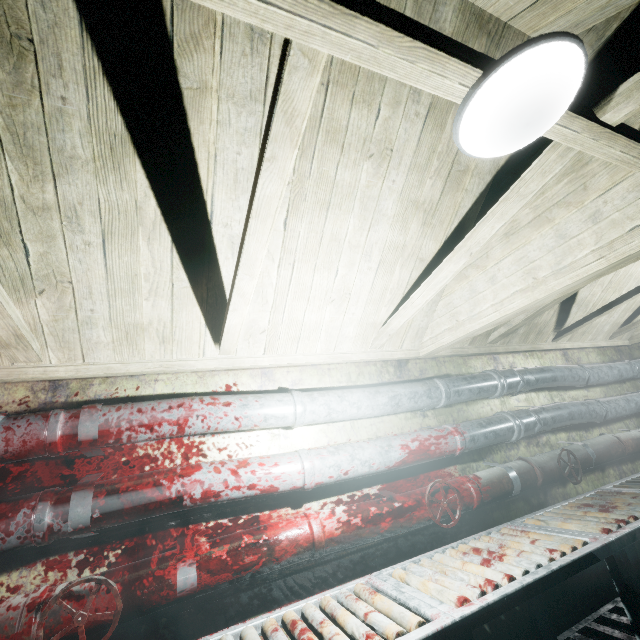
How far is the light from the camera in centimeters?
78cm

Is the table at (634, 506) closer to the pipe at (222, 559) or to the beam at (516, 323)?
the pipe at (222, 559)

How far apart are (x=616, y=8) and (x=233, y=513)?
2.9m

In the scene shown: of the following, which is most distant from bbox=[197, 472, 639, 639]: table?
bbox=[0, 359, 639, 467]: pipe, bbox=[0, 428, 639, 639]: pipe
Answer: bbox=[0, 359, 639, 467]: pipe

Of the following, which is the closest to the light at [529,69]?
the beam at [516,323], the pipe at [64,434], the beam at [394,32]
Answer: the beam at [394,32]

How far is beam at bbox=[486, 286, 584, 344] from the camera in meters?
2.3

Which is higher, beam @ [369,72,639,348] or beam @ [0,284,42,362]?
beam @ [369,72,639,348]

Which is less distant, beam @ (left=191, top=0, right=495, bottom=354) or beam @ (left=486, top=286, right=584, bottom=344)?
beam @ (left=191, top=0, right=495, bottom=354)
